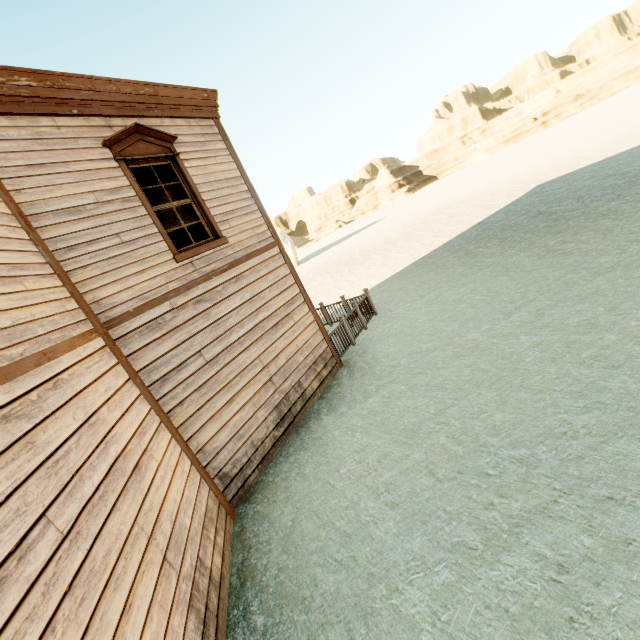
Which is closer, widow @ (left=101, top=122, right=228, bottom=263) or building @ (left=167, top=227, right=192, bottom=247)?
widow @ (left=101, top=122, right=228, bottom=263)

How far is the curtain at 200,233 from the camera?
6.3 meters

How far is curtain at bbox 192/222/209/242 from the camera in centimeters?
634cm

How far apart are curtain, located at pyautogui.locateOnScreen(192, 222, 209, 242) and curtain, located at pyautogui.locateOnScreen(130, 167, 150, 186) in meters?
0.2

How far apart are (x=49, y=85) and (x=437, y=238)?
17.4m

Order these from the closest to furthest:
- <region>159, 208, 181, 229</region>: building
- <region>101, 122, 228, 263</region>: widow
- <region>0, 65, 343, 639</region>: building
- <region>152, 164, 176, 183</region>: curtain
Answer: <region>0, 65, 343, 639</region>: building → <region>101, 122, 228, 263</region>: widow → <region>152, 164, 176, 183</region>: curtain → <region>159, 208, 181, 229</region>: building

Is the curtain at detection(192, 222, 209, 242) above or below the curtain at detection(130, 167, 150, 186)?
below

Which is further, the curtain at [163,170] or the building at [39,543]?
the curtain at [163,170]
